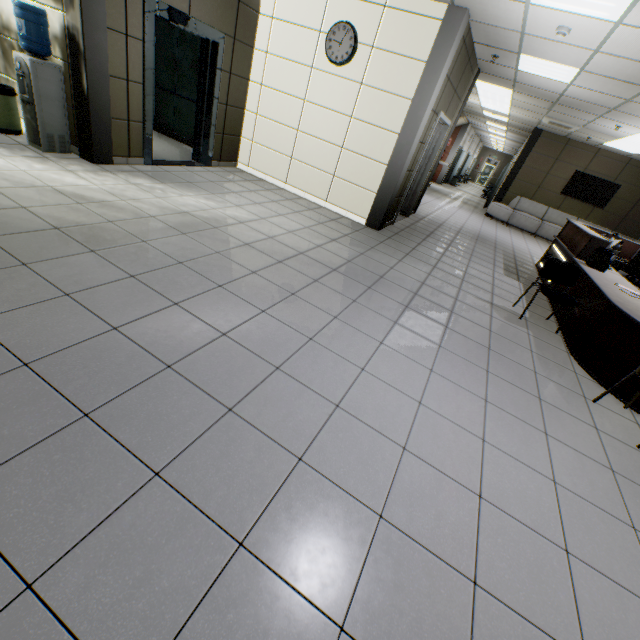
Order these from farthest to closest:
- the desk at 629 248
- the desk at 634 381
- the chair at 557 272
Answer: the desk at 629 248
the chair at 557 272
the desk at 634 381

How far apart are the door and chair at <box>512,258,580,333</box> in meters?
3.1

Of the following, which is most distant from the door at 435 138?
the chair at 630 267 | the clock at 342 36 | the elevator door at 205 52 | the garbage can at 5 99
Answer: the garbage can at 5 99

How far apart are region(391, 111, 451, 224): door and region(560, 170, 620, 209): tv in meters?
7.7

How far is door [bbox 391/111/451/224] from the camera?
6.33m

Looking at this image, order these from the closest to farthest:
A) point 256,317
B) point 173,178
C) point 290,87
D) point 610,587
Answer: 1. point 610,587
2. point 256,317
3. point 173,178
4. point 290,87

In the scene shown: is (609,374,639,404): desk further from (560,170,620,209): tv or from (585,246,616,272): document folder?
(560,170,620,209): tv

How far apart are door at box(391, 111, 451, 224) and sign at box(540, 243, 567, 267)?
3.2 meters
